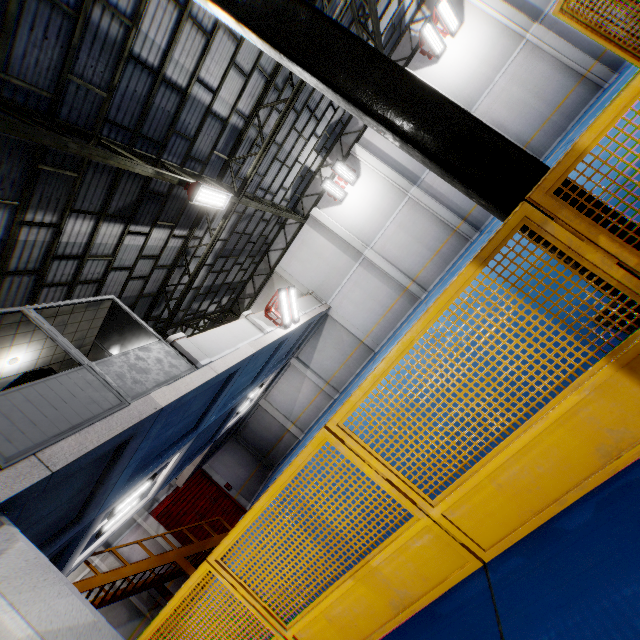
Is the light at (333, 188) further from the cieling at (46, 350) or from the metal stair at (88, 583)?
the metal stair at (88, 583)

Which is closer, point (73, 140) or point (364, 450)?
Answer: point (364, 450)

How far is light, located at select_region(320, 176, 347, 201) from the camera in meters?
16.9

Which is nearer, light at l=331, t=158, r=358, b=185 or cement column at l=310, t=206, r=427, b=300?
light at l=331, t=158, r=358, b=185

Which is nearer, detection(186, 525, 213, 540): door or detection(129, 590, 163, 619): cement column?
detection(129, 590, 163, 619): cement column

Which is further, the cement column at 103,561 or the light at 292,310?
the cement column at 103,561

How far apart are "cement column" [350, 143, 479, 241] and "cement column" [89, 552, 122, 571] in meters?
21.7

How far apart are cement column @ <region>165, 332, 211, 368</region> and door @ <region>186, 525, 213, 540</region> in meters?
12.3
